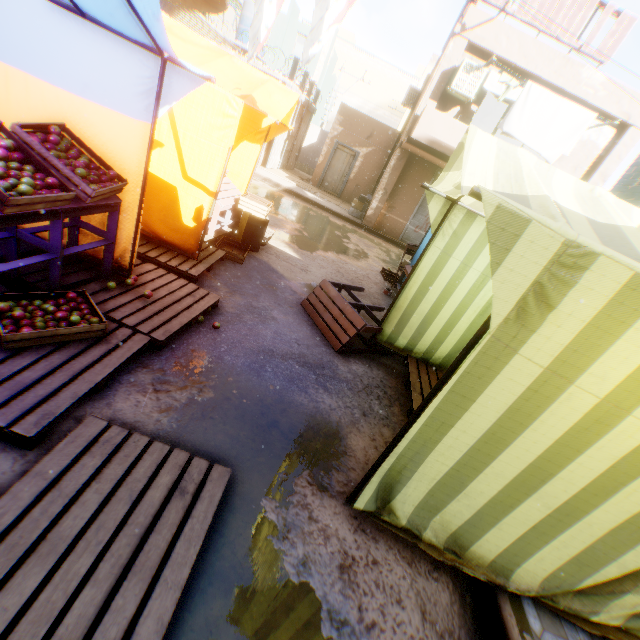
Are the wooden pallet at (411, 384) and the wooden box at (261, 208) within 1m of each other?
no

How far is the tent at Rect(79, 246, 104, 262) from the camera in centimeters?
344cm

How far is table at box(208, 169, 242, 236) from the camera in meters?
5.4

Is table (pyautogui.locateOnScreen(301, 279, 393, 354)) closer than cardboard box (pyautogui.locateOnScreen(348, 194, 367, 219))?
Yes

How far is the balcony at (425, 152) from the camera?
9.97m

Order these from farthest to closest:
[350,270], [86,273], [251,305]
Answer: [350,270], [251,305], [86,273]

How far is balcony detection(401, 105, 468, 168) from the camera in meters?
10.0

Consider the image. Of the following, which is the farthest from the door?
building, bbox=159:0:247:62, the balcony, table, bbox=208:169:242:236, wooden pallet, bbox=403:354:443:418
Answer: table, bbox=208:169:242:236
